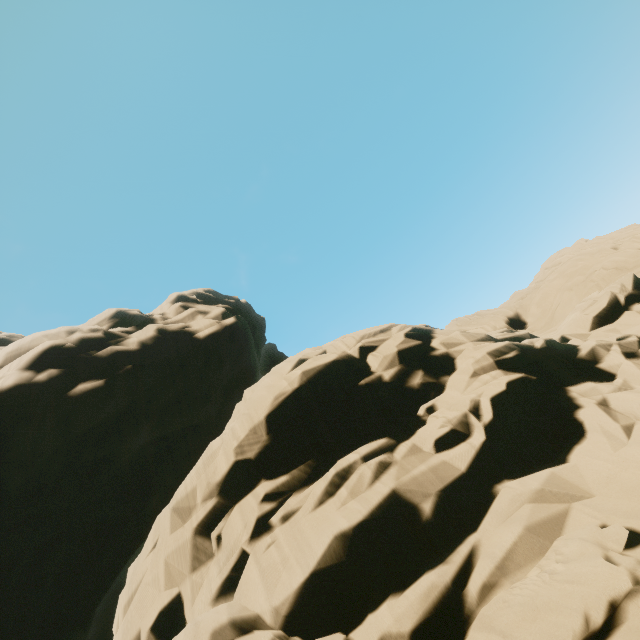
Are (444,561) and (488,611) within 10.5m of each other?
yes
